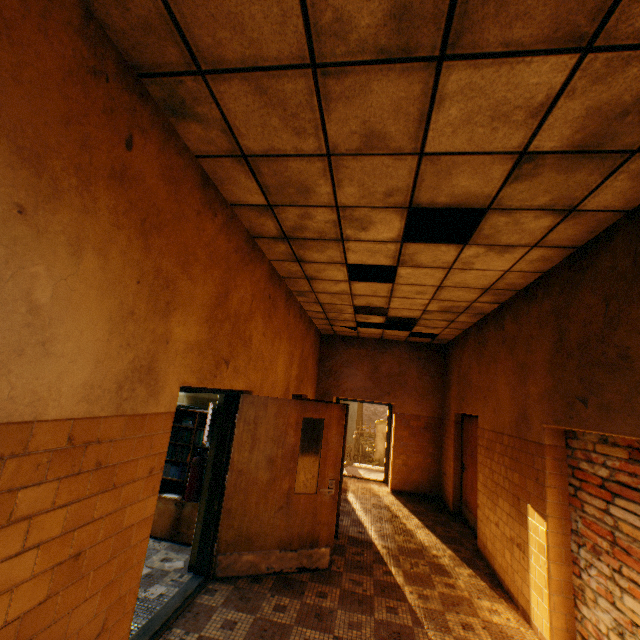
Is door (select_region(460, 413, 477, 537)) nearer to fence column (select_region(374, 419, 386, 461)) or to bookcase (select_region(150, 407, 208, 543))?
bookcase (select_region(150, 407, 208, 543))

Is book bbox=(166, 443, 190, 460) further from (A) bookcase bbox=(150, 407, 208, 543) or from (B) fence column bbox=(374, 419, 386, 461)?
(B) fence column bbox=(374, 419, 386, 461)

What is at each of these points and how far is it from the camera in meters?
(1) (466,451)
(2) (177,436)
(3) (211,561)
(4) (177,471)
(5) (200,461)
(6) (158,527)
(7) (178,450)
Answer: (1) door, 6.9 m
(2) book, 4.9 m
(3) door, 3.8 m
(4) book, 4.8 m
(5) fire extinguisher, 4.1 m
(6) bookcase, 4.6 m
(7) book, 4.9 m

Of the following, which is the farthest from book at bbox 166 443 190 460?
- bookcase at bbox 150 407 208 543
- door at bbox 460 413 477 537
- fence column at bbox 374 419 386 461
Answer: fence column at bbox 374 419 386 461

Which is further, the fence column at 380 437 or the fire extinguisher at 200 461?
the fence column at 380 437

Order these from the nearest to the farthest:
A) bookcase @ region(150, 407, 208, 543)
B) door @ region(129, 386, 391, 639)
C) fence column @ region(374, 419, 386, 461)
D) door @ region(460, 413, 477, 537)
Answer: door @ region(129, 386, 391, 639) < bookcase @ region(150, 407, 208, 543) < door @ region(460, 413, 477, 537) < fence column @ region(374, 419, 386, 461)

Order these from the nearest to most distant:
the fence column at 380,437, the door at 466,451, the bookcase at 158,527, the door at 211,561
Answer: the door at 211,561 < the bookcase at 158,527 < the door at 466,451 < the fence column at 380,437

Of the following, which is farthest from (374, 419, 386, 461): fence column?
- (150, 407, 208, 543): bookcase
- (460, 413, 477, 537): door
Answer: (150, 407, 208, 543): bookcase
